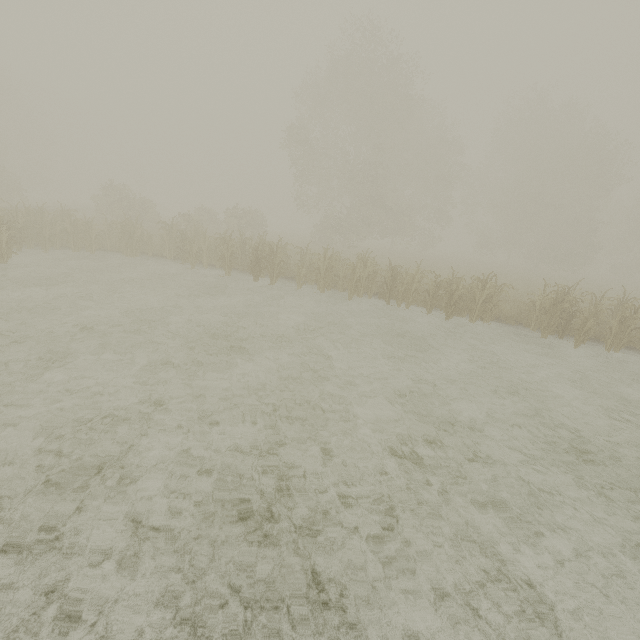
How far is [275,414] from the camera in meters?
5.4 m
